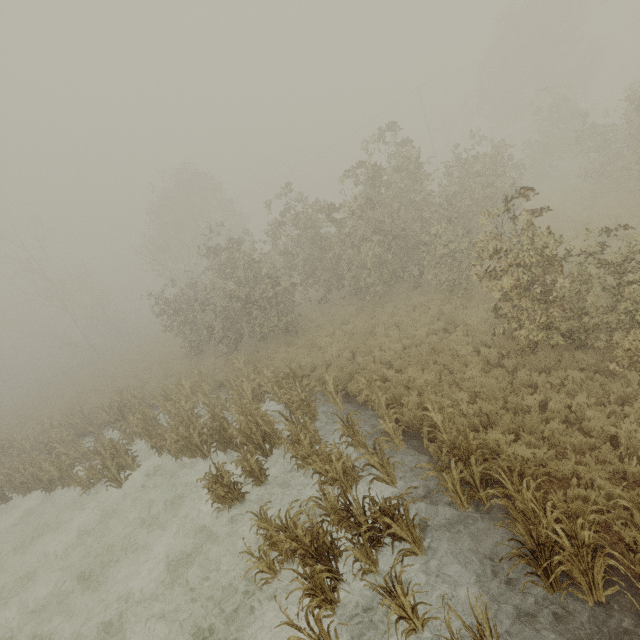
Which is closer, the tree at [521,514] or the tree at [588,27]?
the tree at [521,514]

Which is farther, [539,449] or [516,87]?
[516,87]

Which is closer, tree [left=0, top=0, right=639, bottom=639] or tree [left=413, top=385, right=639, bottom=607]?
tree [left=413, top=385, right=639, bottom=607]
